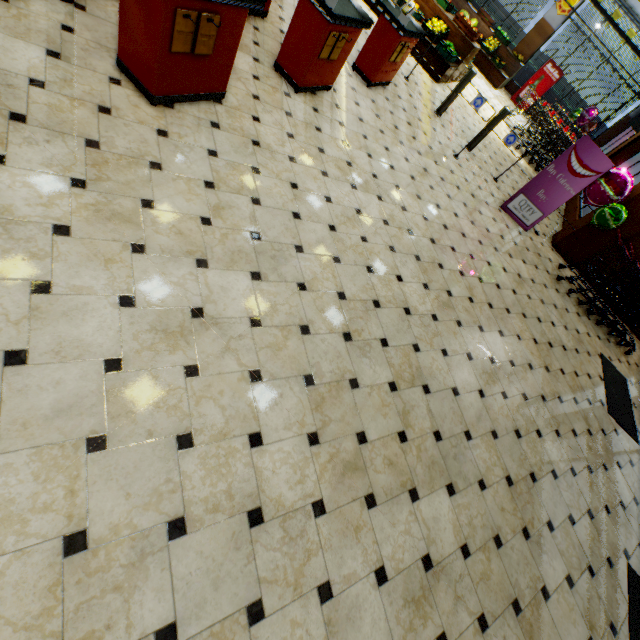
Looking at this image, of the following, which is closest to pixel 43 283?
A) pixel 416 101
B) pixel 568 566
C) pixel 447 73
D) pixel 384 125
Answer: pixel 568 566

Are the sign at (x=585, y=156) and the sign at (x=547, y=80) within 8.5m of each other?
no

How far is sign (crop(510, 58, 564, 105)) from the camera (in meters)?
12.71

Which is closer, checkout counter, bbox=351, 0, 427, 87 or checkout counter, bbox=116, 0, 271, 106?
checkout counter, bbox=116, 0, 271, 106

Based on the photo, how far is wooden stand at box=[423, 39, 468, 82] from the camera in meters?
8.3 m

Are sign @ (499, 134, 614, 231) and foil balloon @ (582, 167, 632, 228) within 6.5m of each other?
yes

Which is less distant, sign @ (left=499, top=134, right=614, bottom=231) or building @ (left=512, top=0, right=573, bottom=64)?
sign @ (left=499, top=134, right=614, bottom=231)

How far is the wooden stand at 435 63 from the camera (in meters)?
8.30
